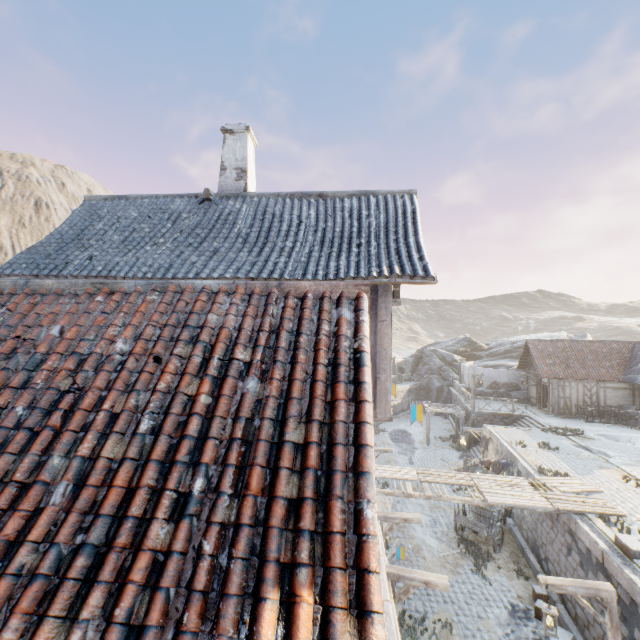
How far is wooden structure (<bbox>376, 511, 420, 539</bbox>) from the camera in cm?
1013

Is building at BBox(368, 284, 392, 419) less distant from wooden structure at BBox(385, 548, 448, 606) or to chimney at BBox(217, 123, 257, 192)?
wooden structure at BBox(385, 548, 448, 606)

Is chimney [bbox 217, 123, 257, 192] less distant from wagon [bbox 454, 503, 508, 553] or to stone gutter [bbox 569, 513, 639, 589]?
stone gutter [bbox 569, 513, 639, 589]

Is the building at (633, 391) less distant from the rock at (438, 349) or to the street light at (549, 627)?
the rock at (438, 349)

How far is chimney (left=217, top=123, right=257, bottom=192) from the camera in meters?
9.9

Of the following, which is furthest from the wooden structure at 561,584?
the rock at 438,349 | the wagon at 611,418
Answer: the rock at 438,349

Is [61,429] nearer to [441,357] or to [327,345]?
[327,345]

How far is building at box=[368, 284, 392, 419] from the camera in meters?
7.1 m
